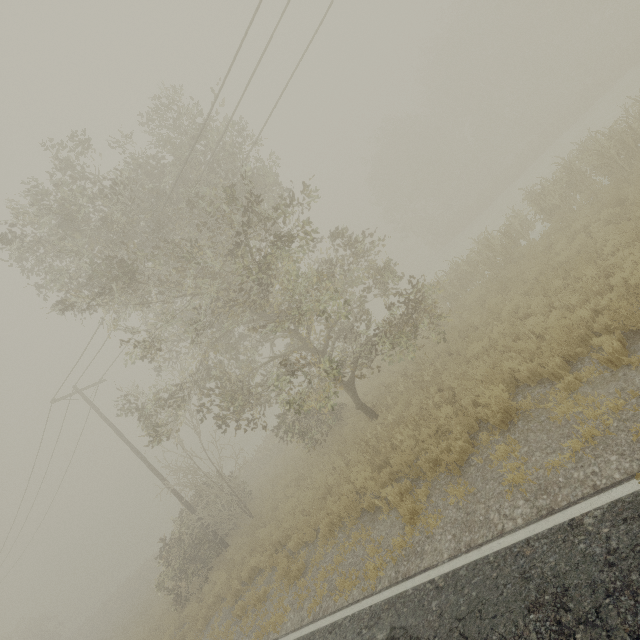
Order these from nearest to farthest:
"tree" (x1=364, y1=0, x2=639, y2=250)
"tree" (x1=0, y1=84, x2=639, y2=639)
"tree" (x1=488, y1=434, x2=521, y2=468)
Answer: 1. "tree" (x1=488, y1=434, x2=521, y2=468)
2. "tree" (x1=0, y1=84, x2=639, y2=639)
3. "tree" (x1=364, y1=0, x2=639, y2=250)

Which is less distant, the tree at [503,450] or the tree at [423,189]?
the tree at [503,450]

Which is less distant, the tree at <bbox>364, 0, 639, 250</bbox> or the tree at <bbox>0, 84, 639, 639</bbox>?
the tree at <bbox>0, 84, 639, 639</bbox>

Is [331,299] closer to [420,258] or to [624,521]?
[624,521]

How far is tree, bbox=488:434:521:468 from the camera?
6.1 meters

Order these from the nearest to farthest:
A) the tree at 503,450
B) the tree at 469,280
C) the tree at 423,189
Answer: the tree at 503,450
the tree at 469,280
the tree at 423,189
